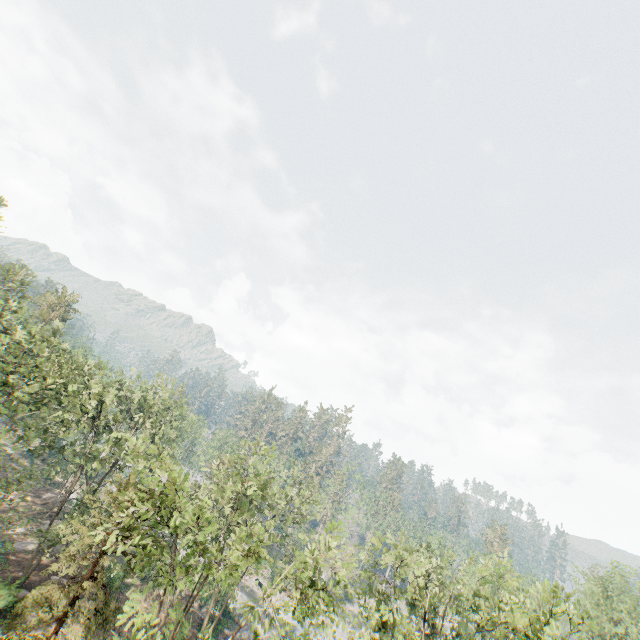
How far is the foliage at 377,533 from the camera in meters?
20.8

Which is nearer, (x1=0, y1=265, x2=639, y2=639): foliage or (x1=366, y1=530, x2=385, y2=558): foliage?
(x1=0, y1=265, x2=639, y2=639): foliage

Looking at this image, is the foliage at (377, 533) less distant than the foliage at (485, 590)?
No

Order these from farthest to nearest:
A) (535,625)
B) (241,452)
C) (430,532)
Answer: (430,532) → (241,452) → (535,625)

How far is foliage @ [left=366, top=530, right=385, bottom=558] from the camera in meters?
20.8 m
